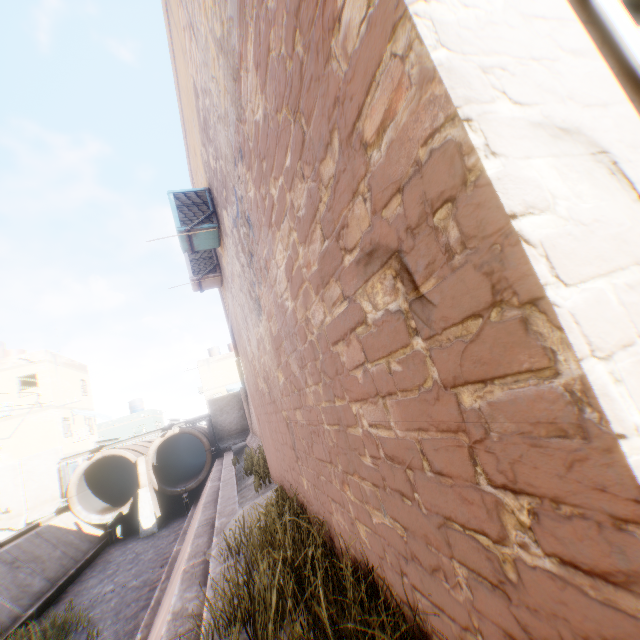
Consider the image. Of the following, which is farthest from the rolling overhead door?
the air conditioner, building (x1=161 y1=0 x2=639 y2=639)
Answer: the air conditioner

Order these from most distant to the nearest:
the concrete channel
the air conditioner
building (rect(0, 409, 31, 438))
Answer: building (rect(0, 409, 31, 438)), the air conditioner, the concrete channel

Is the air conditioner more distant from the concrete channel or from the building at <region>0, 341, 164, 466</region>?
the concrete channel

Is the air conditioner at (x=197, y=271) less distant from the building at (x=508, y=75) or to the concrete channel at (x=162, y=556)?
the building at (x=508, y=75)

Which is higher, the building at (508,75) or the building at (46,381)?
the building at (46,381)

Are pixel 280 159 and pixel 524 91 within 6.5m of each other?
yes

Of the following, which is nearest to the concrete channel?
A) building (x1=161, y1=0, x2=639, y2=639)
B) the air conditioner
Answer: building (x1=161, y1=0, x2=639, y2=639)
